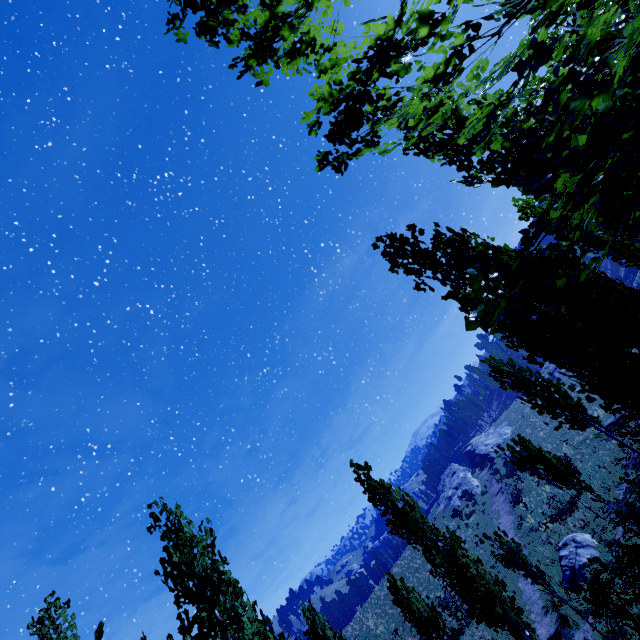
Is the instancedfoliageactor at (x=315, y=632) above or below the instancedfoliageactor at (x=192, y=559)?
below

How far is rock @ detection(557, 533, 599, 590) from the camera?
13.30m

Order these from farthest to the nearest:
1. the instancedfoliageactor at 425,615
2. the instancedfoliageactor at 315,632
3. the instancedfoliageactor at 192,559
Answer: the instancedfoliageactor at 315,632
the instancedfoliageactor at 425,615
the instancedfoliageactor at 192,559

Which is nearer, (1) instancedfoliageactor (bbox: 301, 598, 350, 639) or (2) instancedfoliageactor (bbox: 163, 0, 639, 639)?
(2) instancedfoliageactor (bbox: 163, 0, 639, 639)

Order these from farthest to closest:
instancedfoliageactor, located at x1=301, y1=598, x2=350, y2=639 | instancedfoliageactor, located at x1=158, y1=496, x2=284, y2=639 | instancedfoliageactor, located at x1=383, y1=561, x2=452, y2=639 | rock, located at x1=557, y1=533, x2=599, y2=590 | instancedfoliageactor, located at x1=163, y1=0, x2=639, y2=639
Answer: instancedfoliageactor, located at x1=301, y1=598, x2=350, y2=639 < rock, located at x1=557, y1=533, x2=599, y2=590 < instancedfoliageactor, located at x1=383, y1=561, x2=452, y2=639 < instancedfoliageactor, located at x1=158, y1=496, x2=284, y2=639 < instancedfoliageactor, located at x1=163, y1=0, x2=639, y2=639

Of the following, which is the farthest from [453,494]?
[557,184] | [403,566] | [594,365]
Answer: [557,184]

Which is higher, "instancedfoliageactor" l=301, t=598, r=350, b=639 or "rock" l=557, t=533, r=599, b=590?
"instancedfoliageactor" l=301, t=598, r=350, b=639
